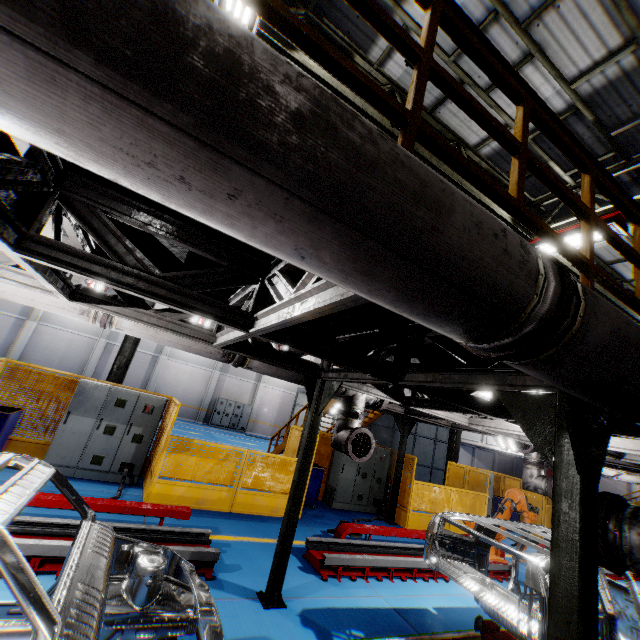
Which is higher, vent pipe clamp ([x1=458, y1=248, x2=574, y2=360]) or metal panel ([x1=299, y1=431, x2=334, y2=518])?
vent pipe clamp ([x1=458, y1=248, x2=574, y2=360])

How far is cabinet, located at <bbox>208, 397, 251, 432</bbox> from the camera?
24.7m

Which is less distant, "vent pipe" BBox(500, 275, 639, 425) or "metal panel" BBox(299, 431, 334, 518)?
"vent pipe" BBox(500, 275, 639, 425)

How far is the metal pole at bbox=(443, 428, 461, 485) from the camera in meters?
15.9

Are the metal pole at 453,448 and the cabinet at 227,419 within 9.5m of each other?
no

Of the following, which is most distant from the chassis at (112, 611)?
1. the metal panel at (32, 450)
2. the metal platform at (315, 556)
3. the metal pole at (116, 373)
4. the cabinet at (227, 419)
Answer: the cabinet at (227, 419)

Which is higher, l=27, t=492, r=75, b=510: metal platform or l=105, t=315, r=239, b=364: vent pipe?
l=105, t=315, r=239, b=364: vent pipe

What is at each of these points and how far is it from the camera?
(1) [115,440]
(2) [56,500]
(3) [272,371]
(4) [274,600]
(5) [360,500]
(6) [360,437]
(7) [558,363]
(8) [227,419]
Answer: (1) cabinet, 8.11m
(2) metal platform, 4.92m
(3) vent pipe, 5.57m
(4) metal pole, 4.75m
(5) cabinet, 11.17m
(6) pipe cover, 5.89m
(7) vent pipe, 1.41m
(8) cabinet, 25.02m
